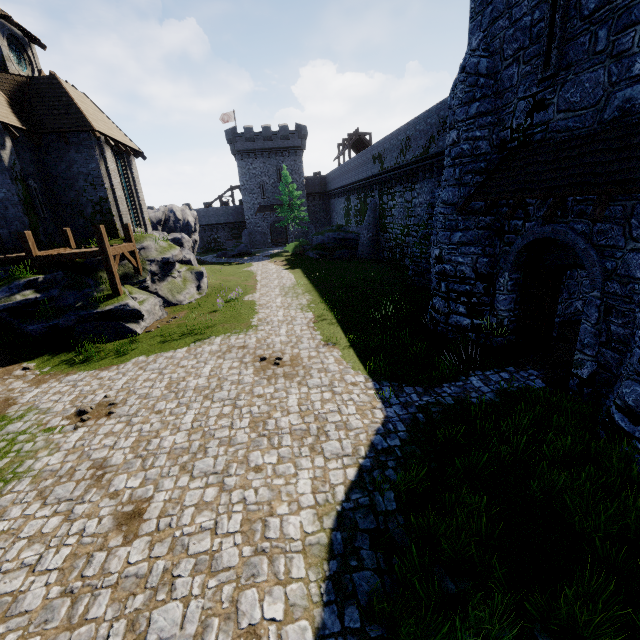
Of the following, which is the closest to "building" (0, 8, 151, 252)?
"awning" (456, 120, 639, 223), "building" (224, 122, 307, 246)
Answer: "awning" (456, 120, 639, 223)

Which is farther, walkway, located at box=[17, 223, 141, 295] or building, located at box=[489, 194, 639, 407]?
walkway, located at box=[17, 223, 141, 295]

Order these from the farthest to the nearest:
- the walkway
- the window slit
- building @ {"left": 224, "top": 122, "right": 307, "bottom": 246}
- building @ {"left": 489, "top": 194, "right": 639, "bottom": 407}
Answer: building @ {"left": 224, "top": 122, "right": 307, "bottom": 246} → the walkway → the window slit → building @ {"left": 489, "top": 194, "right": 639, "bottom": 407}

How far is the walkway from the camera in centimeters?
1406cm

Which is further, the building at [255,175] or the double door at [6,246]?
the building at [255,175]

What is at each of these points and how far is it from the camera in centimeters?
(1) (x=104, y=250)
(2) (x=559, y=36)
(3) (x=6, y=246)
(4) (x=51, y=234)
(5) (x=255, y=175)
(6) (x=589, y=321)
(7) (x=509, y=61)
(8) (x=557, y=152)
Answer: (1) walkway, 1442cm
(2) window slit, 782cm
(3) double door, 1608cm
(4) building, 1786cm
(5) building, 4869cm
(6) building, 788cm
(7) building, 951cm
(8) awning, 796cm

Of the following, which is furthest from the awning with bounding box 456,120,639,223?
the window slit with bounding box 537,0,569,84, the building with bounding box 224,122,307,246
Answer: the building with bounding box 224,122,307,246

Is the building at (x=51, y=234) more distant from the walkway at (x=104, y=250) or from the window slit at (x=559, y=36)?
the window slit at (x=559, y=36)
